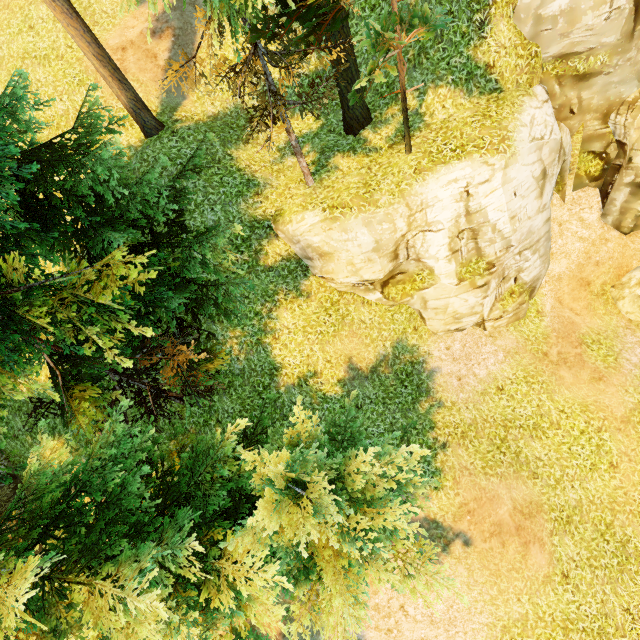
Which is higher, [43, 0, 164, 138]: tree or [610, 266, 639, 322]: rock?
[43, 0, 164, 138]: tree

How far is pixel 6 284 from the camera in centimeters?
639cm

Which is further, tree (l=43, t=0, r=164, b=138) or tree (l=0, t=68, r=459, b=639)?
tree (l=43, t=0, r=164, b=138)

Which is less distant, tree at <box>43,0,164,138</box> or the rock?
tree at <box>43,0,164,138</box>

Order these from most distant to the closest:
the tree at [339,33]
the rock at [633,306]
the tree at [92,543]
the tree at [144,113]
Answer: the rock at [633,306]
the tree at [144,113]
the tree at [339,33]
the tree at [92,543]

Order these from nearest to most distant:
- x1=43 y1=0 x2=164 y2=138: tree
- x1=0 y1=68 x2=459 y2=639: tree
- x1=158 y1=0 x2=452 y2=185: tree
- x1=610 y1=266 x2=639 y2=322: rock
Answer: x1=0 y1=68 x2=459 y2=639: tree → x1=158 y1=0 x2=452 y2=185: tree → x1=43 y1=0 x2=164 y2=138: tree → x1=610 y1=266 x2=639 y2=322: rock

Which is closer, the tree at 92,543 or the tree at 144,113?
the tree at 92,543
